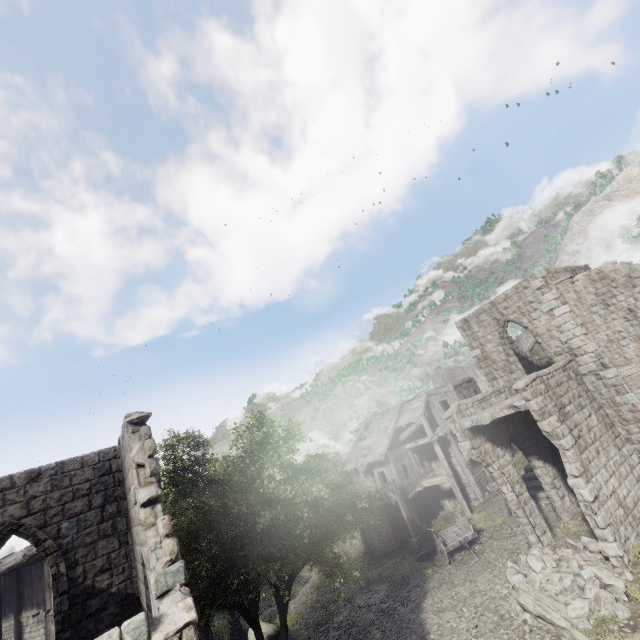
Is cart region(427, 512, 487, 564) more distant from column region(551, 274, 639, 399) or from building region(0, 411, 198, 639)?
column region(551, 274, 639, 399)

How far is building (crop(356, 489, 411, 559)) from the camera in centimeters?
2269cm

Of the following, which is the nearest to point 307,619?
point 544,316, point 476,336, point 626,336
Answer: point 476,336

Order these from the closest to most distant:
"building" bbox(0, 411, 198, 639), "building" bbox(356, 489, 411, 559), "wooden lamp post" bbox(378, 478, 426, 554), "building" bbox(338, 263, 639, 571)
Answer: "building" bbox(0, 411, 198, 639) → "building" bbox(338, 263, 639, 571) → "wooden lamp post" bbox(378, 478, 426, 554) → "building" bbox(356, 489, 411, 559)

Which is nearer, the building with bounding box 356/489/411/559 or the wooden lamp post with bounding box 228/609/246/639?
the wooden lamp post with bounding box 228/609/246/639

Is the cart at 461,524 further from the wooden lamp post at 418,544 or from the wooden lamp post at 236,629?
the wooden lamp post at 236,629

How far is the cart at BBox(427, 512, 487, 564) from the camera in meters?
16.9 m

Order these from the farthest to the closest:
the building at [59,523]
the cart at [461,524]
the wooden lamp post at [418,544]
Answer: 1. the wooden lamp post at [418,544]
2. the cart at [461,524]
3. the building at [59,523]
